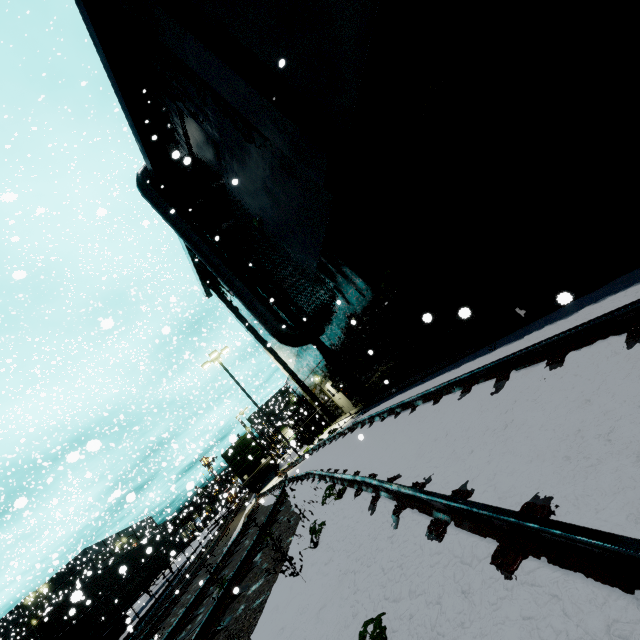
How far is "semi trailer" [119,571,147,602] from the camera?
21.2m

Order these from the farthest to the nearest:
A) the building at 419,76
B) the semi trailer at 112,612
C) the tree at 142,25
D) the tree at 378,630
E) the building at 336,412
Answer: the semi trailer at 112,612 < the building at 336,412 < the tree at 142,25 < the building at 419,76 < the tree at 378,630

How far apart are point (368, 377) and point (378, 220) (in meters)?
8.75

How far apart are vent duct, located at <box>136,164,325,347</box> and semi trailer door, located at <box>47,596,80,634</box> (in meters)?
2.60

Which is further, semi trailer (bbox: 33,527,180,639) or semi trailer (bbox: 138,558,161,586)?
semi trailer (bbox: 138,558,161,586)

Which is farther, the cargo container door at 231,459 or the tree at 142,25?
the cargo container door at 231,459

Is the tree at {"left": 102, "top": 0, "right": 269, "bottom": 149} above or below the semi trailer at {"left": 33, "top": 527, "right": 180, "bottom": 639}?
above
